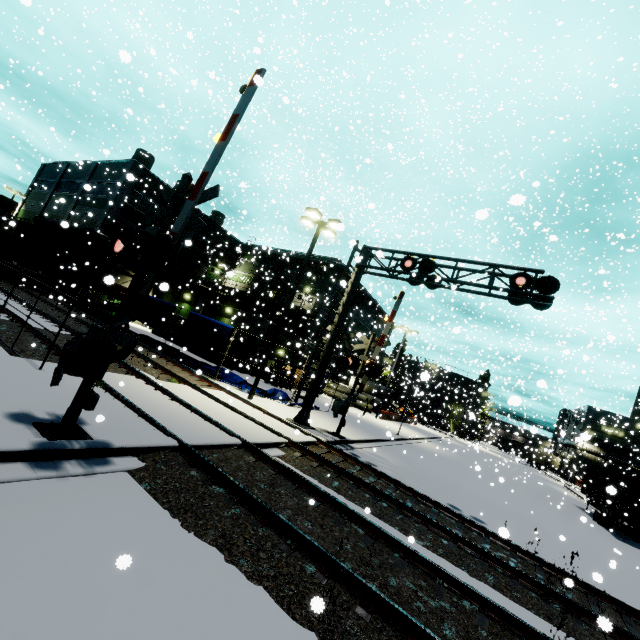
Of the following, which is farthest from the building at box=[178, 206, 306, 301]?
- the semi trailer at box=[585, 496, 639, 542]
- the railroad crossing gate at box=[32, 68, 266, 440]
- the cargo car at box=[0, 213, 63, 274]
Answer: the railroad crossing gate at box=[32, 68, 266, 440]

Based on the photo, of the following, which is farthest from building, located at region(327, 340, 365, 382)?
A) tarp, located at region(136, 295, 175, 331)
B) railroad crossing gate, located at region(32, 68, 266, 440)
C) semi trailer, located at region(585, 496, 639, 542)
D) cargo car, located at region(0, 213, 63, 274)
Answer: railroad crossing gate, located at region(32, 68, 266, 440)

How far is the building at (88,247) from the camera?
29.6 meters

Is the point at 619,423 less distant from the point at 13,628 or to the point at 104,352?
the point at 104,352

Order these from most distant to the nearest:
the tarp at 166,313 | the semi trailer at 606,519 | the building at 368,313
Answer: the building at 368,313, the tarp at 166,313, the semi trailer at 606,519

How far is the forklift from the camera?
26.7m

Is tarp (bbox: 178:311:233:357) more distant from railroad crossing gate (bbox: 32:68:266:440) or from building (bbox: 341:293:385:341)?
railroad crossing gate (bbox: 32:68:266:440)
